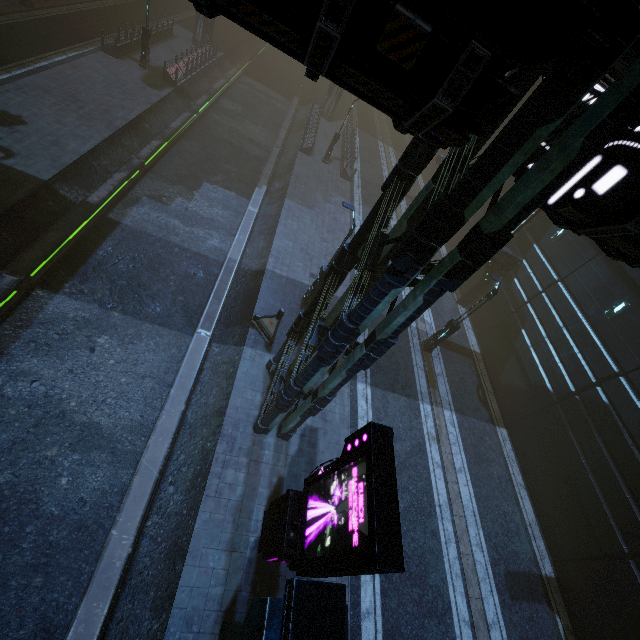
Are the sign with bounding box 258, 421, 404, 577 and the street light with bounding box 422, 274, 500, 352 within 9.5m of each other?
no

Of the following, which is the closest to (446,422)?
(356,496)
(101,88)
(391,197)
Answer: (356,496)

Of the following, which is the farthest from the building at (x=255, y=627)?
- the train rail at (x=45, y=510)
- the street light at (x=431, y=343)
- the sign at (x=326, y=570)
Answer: the street light at (x=431, y=343)

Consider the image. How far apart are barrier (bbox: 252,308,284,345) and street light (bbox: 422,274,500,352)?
8.8m

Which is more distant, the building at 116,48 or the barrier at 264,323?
the building at 116,48

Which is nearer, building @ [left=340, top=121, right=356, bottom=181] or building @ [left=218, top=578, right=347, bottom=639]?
building @ [left=218, top=578, right=347, bottom=639]

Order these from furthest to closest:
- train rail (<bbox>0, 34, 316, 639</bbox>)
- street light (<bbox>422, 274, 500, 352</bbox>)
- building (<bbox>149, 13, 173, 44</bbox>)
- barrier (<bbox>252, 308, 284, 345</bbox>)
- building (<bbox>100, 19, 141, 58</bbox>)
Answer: building (<bbox>149, 13, 173, 44</bbox>), building (<bbox>100, 19, 141, 58</bbox>), street light (<bbox>422, 274, 500, 352</bbox>), barrier (<bbox>252, 308, 284, 345</bbox>), train rail (<bbox>0, 34, 316, 639</bbox>)

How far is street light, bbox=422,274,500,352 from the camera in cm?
1485
